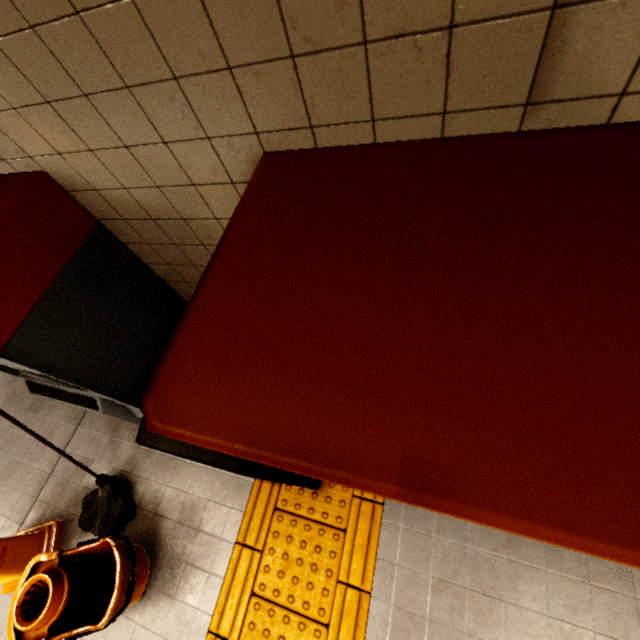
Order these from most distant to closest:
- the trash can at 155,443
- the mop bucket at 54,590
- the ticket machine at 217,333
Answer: the mop bucket at 54,590 < the trash can at 155,443 < the ticket machine at 217,333

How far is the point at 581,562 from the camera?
1.7m

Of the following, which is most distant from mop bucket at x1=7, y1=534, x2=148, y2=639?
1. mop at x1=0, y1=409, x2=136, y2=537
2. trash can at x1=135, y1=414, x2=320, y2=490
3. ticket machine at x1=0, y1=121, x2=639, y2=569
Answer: ticket machine at x1=0, y1=121, x2=639, y2=569

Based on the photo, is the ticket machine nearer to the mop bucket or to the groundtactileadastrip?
the groundtactileadastrip

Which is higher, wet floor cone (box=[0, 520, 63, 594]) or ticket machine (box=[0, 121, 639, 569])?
ticket machine (box=[0, 121, 639, 569])

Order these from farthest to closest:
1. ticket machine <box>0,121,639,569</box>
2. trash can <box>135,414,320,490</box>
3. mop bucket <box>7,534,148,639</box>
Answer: mop bucket <box>7,534,148,639</box>, trash can <box>135,414,320,490</box>, ticket machine <box>0,121,639,569</box>

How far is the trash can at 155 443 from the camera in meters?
1.2

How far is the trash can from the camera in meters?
1.2
